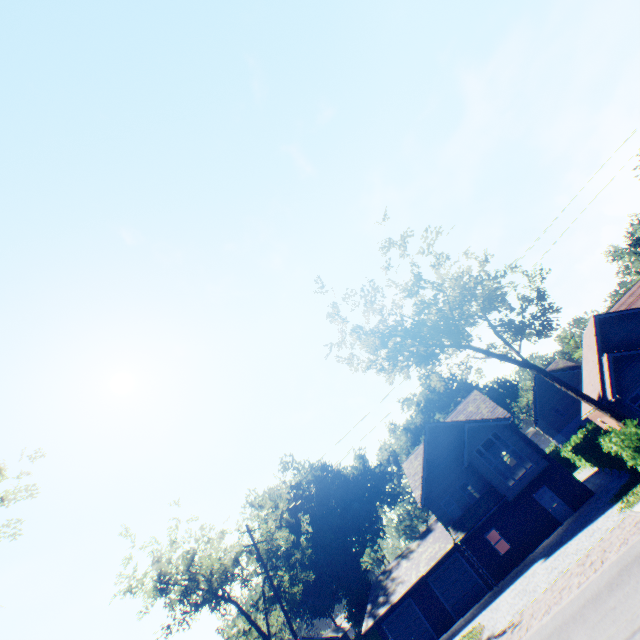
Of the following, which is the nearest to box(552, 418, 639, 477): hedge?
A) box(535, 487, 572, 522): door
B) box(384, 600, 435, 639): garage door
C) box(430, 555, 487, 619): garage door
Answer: box(535, 487, 572, 522): door

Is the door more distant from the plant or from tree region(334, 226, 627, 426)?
the plant

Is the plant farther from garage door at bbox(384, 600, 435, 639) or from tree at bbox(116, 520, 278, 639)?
garage door at bbox(384, 600, 435, 639)

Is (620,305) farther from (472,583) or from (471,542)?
(472,583)

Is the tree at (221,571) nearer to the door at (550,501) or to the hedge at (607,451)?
the hedge at (607,451)

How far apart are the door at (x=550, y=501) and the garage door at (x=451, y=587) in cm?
742

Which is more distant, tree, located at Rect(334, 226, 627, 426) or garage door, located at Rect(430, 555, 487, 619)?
garage door, located at Rect(430, 555, 487, 619)

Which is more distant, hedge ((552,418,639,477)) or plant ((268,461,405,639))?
plant ((268,461,405,639))
